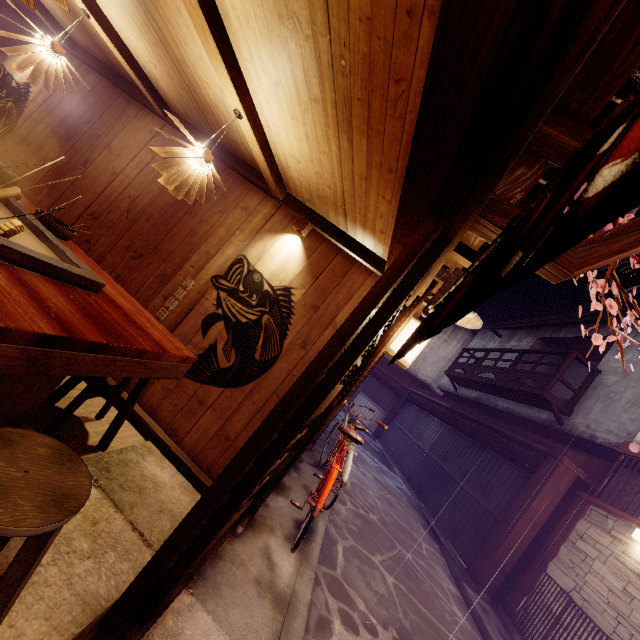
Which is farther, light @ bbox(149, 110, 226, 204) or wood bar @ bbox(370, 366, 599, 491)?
wood bar @ bbox(370, 366, 599, 491)

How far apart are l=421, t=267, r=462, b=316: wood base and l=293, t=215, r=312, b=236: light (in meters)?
2.37

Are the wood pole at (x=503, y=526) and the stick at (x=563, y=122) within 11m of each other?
no

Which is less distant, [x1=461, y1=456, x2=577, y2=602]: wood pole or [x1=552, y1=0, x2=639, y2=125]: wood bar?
[x1=552, y1=0, x2=639, y2=125]: wood bar

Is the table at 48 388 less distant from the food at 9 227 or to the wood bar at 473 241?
the food at 9 227

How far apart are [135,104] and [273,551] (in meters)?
10.22

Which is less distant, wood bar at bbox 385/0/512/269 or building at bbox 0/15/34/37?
wood bar at bbox 385/0/512/269

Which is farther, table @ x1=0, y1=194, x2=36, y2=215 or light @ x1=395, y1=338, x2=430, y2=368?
light @ x1=395, y1=338, x2=430, y2=368
